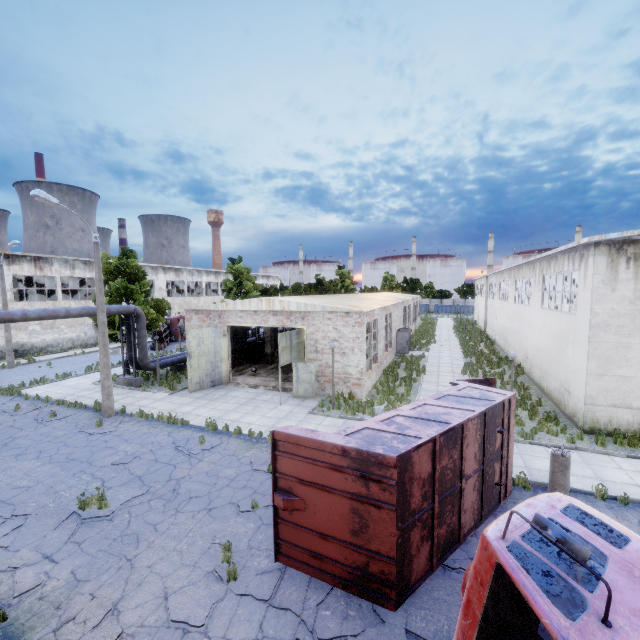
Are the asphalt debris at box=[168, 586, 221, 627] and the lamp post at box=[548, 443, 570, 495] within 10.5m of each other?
yes

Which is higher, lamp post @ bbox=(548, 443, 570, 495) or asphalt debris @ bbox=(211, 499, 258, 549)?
lamp post @ bbox=(548, 443, 570, 495)

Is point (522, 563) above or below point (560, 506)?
below

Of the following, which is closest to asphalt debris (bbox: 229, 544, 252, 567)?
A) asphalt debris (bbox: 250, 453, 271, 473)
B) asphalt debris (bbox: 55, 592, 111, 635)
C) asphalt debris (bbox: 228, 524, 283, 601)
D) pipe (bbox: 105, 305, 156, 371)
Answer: asphalt debris (bbox: 228, 524, 283, 601)

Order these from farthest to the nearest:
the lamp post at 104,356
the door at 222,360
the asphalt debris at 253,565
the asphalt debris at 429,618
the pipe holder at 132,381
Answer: the pipe holder at 132,381, the door at 222,360, the lamp post at 104,356, the asphalt debris at 253,565, the asphalt debris at 429,618

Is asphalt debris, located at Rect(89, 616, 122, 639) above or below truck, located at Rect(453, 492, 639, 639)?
below

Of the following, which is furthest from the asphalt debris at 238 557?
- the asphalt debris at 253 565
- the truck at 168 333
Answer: the truck at 168 333

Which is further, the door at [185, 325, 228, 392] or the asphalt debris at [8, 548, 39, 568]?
the door at [185, 325, 228, 392]
